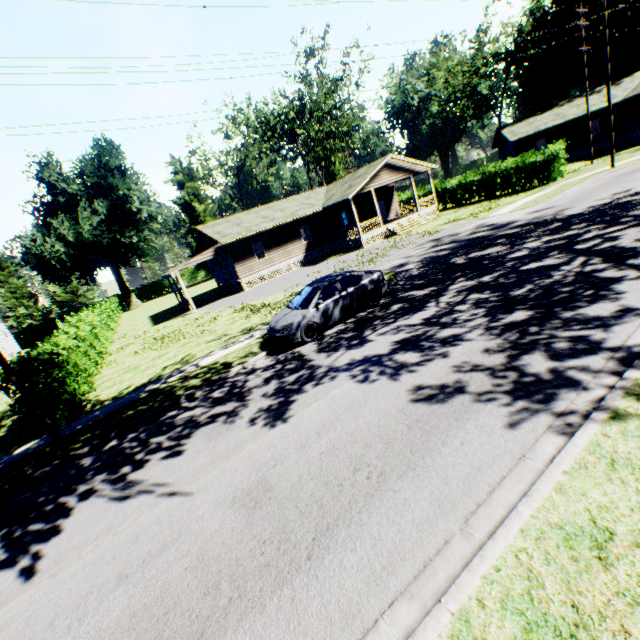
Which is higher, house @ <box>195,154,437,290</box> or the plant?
the plant

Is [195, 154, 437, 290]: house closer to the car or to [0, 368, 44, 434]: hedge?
[0, 368, 44, 434]: hedge

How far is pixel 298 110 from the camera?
52.6 meters

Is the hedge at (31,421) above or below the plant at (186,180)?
below

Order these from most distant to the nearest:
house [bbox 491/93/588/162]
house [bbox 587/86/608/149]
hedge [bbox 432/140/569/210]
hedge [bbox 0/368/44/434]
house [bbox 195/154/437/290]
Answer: house [bbox 491/93/588/162] < house [bbox 587/86/608/149] < house [bbox 195/154/437/290] < hedge [bbox 432/140/569/210] < hedge [bbox 0/368/44/434]

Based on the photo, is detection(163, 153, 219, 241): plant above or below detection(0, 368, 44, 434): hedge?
above

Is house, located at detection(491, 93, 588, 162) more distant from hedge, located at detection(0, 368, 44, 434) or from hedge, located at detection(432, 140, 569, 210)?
hedge, located at detection(0, 368, 44, 434)

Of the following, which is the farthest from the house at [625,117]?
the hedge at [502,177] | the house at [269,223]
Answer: the house at [269,223]
